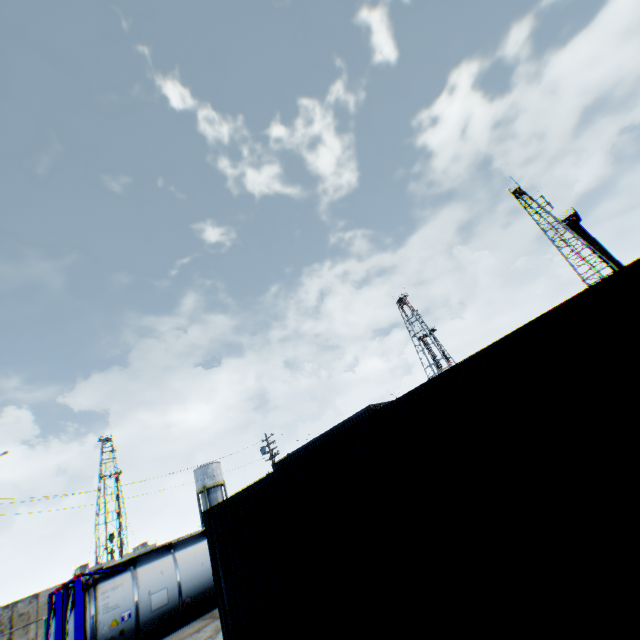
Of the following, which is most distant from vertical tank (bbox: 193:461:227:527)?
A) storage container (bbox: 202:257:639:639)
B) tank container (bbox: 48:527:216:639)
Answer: storage container (bbox: 202:257:639:639)

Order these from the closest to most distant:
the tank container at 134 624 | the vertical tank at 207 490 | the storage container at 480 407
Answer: the storage container at 480 407 → the tank container at 134 624 → the vertical tank at 207 490

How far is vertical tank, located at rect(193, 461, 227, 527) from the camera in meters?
47.3 m

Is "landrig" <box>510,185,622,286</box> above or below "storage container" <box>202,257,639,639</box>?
above

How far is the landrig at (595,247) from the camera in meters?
47.6

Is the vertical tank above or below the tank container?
above

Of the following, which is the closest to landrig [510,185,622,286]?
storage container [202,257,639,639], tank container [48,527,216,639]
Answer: storage container [202,257,639,639]

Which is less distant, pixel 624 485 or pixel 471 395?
pixel 624 485
